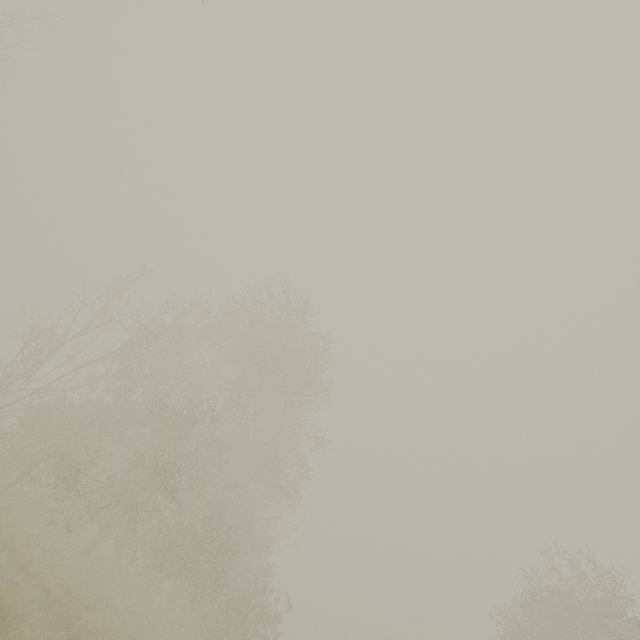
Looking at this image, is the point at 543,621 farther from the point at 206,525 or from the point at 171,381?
the point at 171,381
